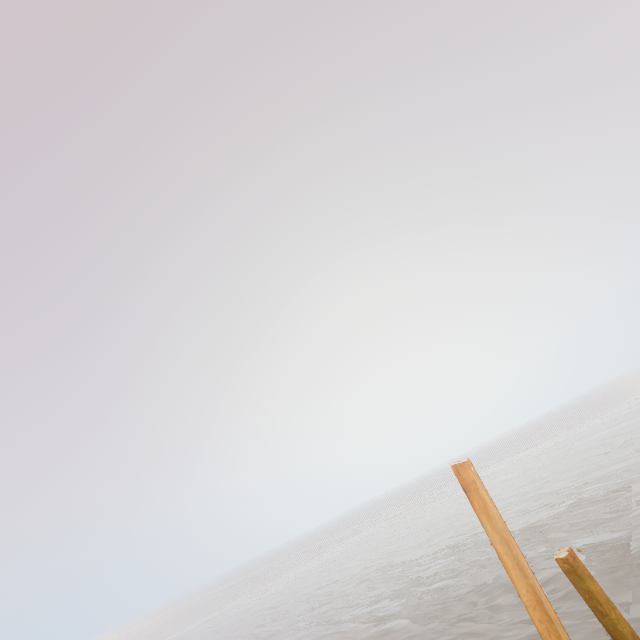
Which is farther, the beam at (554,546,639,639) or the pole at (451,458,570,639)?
the beam at (554,546,639,639)

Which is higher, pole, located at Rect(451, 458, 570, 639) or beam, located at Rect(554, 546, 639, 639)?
pole, located at Rect(451, 458, 570, 639)

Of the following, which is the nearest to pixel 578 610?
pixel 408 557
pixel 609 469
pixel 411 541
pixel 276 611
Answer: pixel 609 469

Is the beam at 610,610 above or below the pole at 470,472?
below

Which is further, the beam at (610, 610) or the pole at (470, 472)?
the beam at (610, 610)
